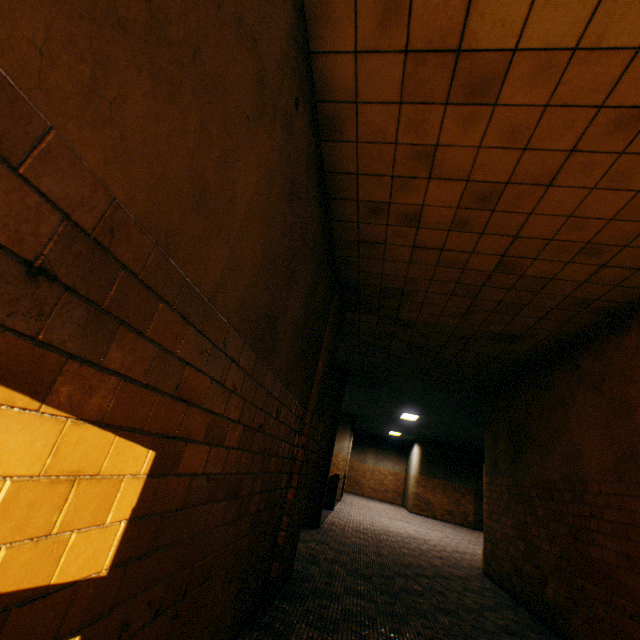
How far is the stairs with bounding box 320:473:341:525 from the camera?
10.2m

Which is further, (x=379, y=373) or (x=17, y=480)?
(x=379, y=373)

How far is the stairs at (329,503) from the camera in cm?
1018
